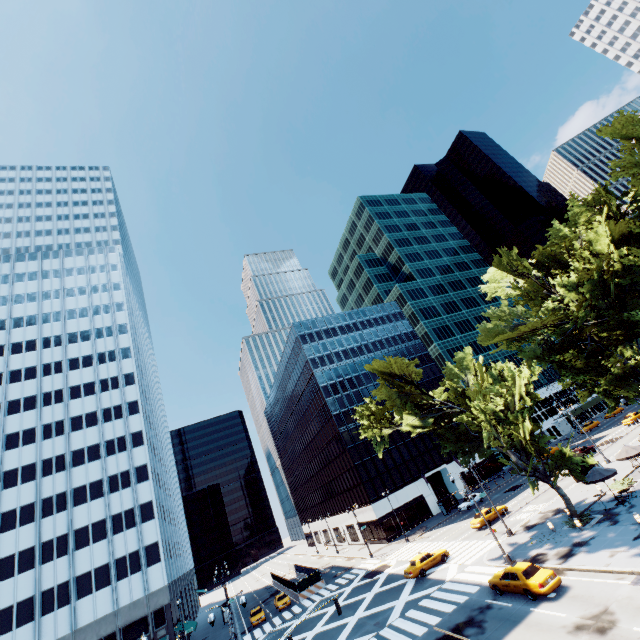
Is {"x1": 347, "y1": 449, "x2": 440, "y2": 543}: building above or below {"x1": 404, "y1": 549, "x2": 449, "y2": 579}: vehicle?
above

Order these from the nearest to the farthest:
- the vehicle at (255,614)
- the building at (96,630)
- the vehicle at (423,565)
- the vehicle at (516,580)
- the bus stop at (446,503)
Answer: the vehicle at (516,580) < the vehicle at (423,565) < the building at (96,630) < the vehicle at (255,614) < the bus stop at (446,503)

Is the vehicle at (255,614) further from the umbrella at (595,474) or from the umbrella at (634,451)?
the umbrella at (634,451)

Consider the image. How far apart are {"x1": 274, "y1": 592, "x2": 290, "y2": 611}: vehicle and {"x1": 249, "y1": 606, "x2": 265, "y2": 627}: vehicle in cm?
153

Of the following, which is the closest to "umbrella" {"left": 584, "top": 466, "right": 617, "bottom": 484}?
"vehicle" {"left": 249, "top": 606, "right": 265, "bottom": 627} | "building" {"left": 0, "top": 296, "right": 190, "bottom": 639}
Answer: "vehicle" {"left": 249, "top": 606, "right": 265, "bottom": 627}

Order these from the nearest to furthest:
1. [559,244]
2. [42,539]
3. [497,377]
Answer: [497,377]
[559,244]
[42,539]

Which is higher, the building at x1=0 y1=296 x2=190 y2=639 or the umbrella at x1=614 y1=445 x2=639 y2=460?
the building at x1=0 y1=296 x2=190 y2=639

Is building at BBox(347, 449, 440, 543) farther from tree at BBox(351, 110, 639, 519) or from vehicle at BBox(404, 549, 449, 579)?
tree at BBox(351, 110, 639, 519)
